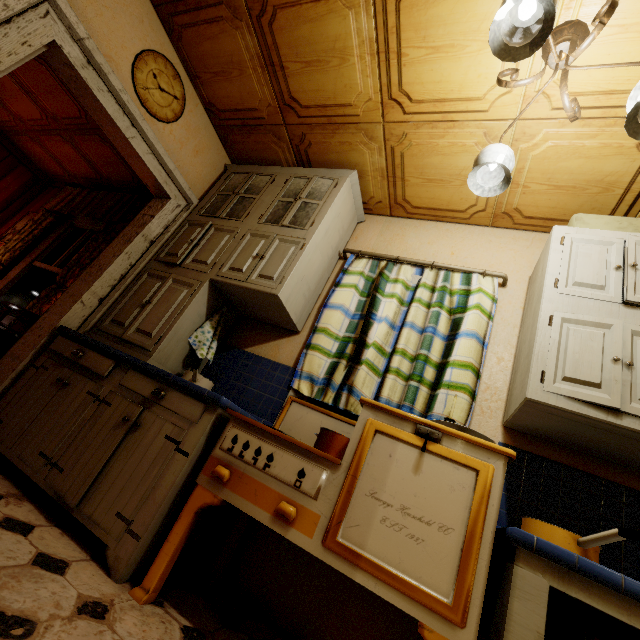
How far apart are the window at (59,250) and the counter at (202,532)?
1.9 meters

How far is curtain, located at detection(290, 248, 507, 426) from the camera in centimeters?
195cm

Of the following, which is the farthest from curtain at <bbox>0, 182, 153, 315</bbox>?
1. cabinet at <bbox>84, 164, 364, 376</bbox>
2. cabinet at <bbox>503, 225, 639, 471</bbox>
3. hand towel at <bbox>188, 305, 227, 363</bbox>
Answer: cabinet at <bbox>503, 225, 639, 471</bbox>

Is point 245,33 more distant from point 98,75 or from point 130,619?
point 130,619

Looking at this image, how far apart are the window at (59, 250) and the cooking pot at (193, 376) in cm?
274

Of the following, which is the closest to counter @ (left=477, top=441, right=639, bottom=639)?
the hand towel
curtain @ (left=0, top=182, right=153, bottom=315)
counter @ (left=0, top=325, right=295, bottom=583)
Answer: counter @ (left=0, top=325, right=295, bottom=583)

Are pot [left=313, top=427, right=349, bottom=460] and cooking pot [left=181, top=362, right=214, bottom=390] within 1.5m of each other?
yes

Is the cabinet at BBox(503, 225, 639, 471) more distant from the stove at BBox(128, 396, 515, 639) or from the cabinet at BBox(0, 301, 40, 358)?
the cabinet at BBox(0, 301, 40, 358)
